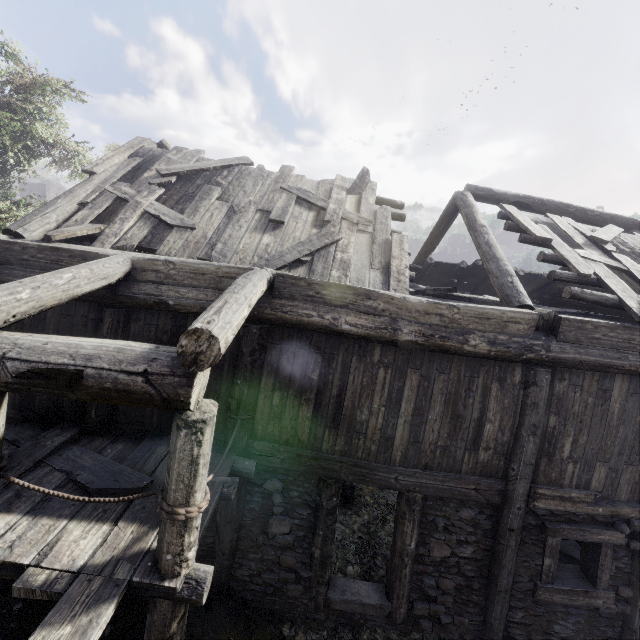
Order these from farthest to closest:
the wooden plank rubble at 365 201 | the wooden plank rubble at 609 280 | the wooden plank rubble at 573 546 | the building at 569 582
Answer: the wooden plank rubble at 573 546
the wooden plank rubble at 365 201
the wooden plank rubble at 609 280
the building at 569 582

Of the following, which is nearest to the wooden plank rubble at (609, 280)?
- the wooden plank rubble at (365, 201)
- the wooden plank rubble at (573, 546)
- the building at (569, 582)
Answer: the building at (569, 582)

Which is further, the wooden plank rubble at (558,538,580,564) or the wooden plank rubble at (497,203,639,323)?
the wooden plank rubble at (558,538,580,564)

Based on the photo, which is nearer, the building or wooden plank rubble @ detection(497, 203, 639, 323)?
the building

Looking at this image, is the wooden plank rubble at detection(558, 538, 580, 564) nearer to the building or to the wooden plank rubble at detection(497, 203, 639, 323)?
the building

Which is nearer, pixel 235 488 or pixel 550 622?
pixel 235 488

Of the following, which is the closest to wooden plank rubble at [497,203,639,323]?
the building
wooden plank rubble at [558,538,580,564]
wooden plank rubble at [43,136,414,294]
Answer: the building

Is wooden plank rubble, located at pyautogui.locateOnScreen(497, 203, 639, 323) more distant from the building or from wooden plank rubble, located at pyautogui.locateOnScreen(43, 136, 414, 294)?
wooden plank rubble, located at pyautogui.locateOnScreen(43, 136, 414, 294)
